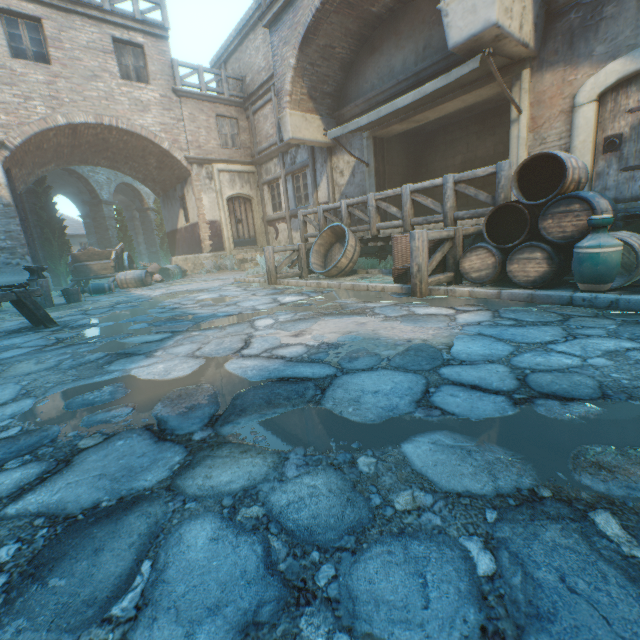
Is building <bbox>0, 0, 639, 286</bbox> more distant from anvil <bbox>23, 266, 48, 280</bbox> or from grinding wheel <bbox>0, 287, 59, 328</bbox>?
anvil <bbox>23, 266, 48, 280</bbox>

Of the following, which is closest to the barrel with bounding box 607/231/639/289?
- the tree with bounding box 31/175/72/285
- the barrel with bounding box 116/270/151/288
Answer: the tree with bounding box 31/175/72/285

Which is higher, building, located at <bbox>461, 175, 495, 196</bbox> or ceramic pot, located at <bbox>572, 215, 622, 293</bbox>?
building, located at <bbox>461, 175, 495, 196</bbox>

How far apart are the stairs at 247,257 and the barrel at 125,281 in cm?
368

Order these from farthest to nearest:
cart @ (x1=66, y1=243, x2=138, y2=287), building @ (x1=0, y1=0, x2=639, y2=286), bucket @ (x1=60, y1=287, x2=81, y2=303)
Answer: cart @ (x1=66, y1=243, x2=138, y2=287), bucket @ (x1=60, y1=287, x2=81, y2=303), building @ (x1=0, y1=0, x2=639, y2=286)

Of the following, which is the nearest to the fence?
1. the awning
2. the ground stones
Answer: the ground stones

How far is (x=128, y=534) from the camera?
1.1m

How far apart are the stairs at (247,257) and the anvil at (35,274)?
6.87m
